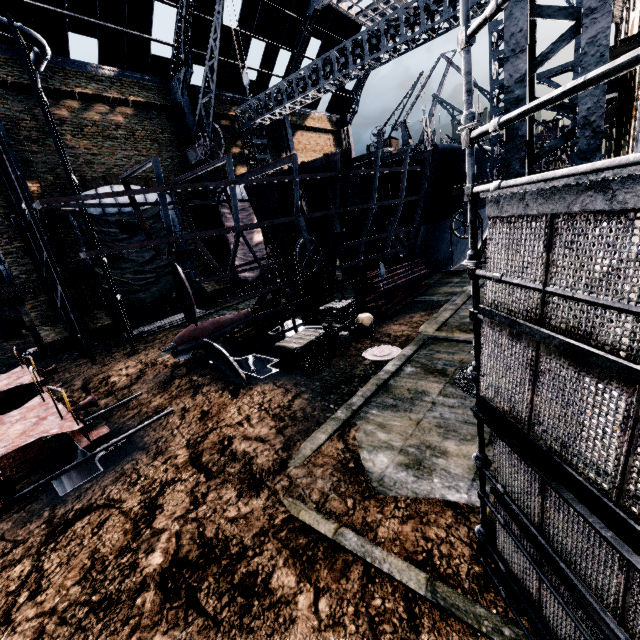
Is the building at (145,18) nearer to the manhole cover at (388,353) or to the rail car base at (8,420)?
the manhole cover at (388,353)

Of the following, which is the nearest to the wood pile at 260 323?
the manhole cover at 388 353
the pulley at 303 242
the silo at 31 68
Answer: the pulley at 303 242

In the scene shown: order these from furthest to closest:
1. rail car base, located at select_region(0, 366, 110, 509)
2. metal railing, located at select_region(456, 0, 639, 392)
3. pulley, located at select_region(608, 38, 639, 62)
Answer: pulley, located at select_region(608, 38, 639, 62)
rail car base, located at select_region(0, 366, 110, 509)
metal railing, located at select_region(456, 0, 639, 392)

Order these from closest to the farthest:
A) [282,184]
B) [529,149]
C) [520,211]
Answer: [520,211]
[529,149]
[282,184]

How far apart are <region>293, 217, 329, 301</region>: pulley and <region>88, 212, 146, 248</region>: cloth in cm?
1517

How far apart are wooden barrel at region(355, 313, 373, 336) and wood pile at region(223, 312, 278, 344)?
6.17m

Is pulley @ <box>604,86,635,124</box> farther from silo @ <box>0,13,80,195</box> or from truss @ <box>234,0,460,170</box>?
silo @ <box>0,13,80,195</box>

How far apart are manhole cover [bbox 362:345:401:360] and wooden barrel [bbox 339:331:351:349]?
0.9 meters
